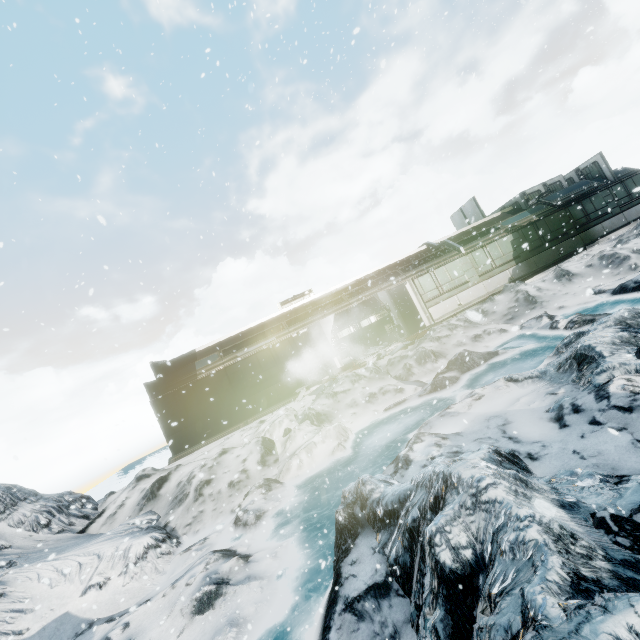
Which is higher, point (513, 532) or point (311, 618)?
point (513, 532)
